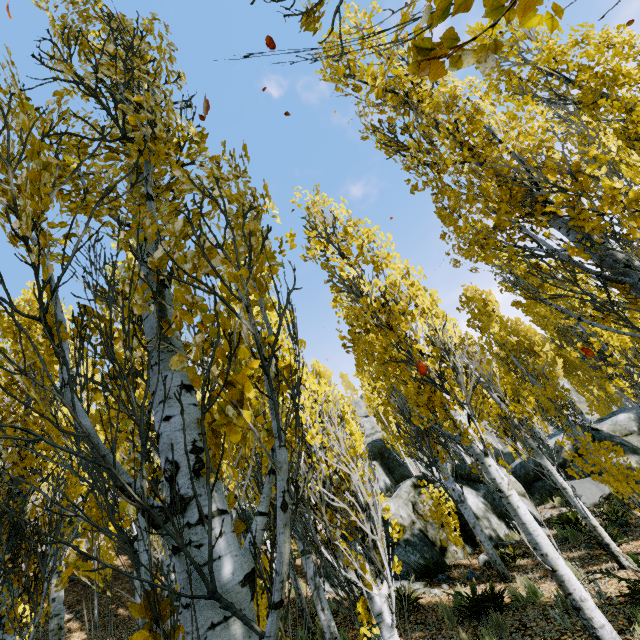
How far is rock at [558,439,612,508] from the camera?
10.69m

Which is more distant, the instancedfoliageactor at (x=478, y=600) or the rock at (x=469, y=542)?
the rock at (x=469, y=542)

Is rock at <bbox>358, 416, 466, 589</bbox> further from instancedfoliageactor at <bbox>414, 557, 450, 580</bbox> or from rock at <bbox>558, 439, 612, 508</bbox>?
rock at <bbox>558, 439, 612, 508</bbox>

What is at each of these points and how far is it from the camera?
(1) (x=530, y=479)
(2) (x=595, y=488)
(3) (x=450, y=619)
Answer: (1) rock, 13.3m
(2) rock, 11.0m
(3) instancedfoliageactor, 6.5m

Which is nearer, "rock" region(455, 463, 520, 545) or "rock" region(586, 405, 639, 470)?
"rock" region(455, 463, 520, 545)

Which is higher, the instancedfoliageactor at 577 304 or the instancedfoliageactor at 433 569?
the instancedfoliageactor at 577 304
